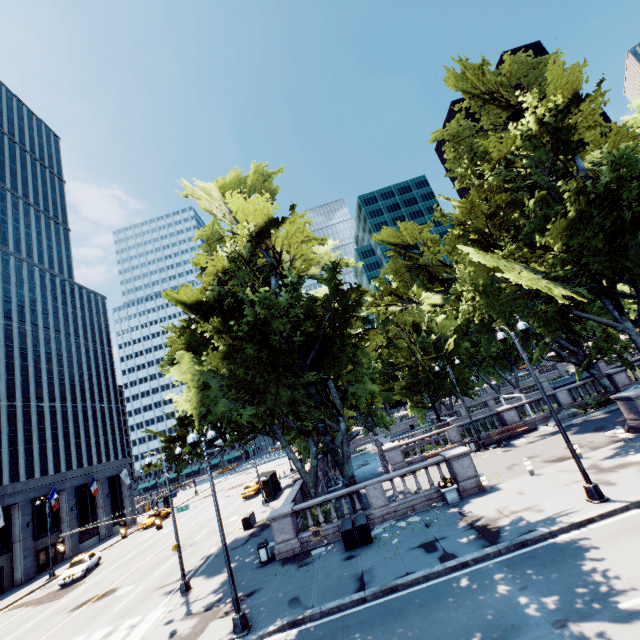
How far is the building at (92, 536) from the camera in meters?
38.5 m

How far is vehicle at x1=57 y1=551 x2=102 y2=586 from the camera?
26.5 meters

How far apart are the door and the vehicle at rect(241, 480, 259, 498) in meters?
22.1

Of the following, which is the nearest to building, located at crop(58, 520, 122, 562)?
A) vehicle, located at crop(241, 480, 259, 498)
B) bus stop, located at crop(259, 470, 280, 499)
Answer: vehicle, located at crop(241, 480, 259, 498)

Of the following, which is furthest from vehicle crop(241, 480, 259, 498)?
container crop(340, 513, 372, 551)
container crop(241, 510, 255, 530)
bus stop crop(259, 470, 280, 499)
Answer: container crop(340, 513, 372, 551)

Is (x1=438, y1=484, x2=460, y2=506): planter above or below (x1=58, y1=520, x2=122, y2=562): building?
below

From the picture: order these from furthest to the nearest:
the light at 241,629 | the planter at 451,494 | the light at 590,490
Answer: the planter at 451,494
the light at 590,490
the light at 241,629

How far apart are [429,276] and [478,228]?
15.6 meters
